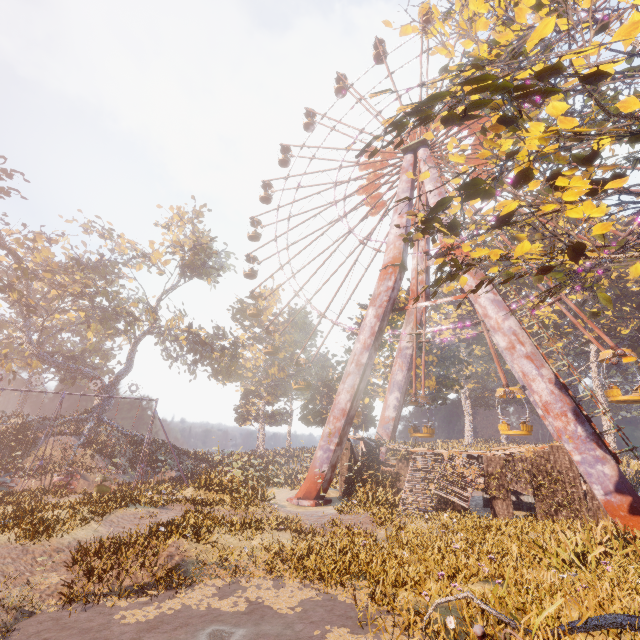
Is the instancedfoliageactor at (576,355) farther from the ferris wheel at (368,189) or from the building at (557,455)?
the ferris wheel at (368,189)

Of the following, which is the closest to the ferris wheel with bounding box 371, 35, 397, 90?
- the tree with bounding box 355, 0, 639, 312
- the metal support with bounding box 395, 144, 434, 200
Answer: the metal support with bounding box 395, 144, 434, 200

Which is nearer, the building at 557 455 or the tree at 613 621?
the tree at 613 621

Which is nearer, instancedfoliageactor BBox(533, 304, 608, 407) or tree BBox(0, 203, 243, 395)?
tree BBox(0, 203, 243, 395)

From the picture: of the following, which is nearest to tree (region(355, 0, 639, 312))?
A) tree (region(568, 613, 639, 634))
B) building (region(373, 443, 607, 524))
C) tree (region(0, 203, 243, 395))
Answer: tree (region(568, 613, 639, 634))

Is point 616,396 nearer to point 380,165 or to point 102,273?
point 380,165

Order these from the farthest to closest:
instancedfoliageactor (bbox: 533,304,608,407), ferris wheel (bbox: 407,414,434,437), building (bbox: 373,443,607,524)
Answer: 1. instancedfoliageactor (bbox: 533,304,608,407)
2. ferris wheel (bbox: 407,414,434,437)
3. building (bbox: 373,443,607,524)

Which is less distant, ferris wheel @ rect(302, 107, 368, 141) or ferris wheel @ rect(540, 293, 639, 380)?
ferris wheel @ rect(540, 293, 639, 380)
